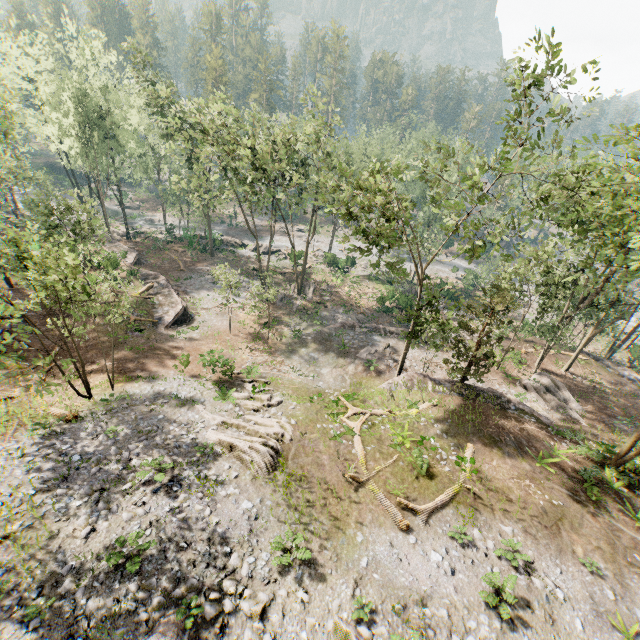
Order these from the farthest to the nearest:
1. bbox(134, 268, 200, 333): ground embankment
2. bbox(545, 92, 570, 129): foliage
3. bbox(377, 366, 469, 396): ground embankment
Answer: bbox(134, 268, 200, 333): ground embankment → bbox(377, 366, 469, 396): ground embankment → bbox(545, 92, 570, 129): foliage

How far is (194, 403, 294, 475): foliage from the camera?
14.87m

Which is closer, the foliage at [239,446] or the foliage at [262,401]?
the foliage at [239,446]

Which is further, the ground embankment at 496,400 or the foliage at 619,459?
the ground embankment at 496,400

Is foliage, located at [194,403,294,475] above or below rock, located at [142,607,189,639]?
below

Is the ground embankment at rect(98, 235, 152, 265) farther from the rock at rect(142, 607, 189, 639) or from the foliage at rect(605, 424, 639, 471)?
the rock at rect(142, 607, 189, 639)

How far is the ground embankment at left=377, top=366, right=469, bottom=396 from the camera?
22.63m

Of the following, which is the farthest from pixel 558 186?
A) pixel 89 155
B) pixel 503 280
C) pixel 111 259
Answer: pixel 89 155
